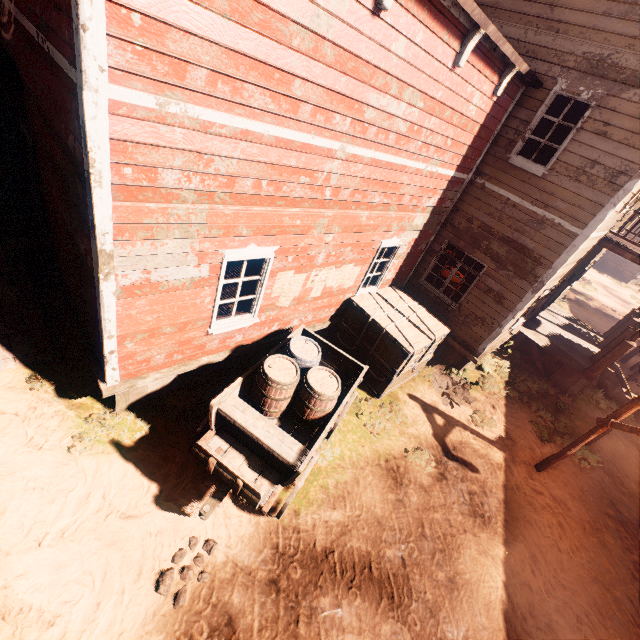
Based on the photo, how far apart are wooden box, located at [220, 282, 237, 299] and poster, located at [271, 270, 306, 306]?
0.5m

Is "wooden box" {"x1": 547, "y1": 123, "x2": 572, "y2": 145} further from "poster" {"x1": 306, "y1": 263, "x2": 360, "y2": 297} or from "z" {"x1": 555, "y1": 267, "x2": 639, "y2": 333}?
"z" {"x1": 555, "y1": 267, "x2": 639, "y2": 333}

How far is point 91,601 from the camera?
3.9 meters

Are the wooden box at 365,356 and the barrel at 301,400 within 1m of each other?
no

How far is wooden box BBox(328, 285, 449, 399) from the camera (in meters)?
7.52

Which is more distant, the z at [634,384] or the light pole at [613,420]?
the z at [634,384]

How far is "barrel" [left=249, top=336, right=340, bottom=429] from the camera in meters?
5.0

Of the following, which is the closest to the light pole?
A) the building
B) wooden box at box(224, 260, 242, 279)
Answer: the building
